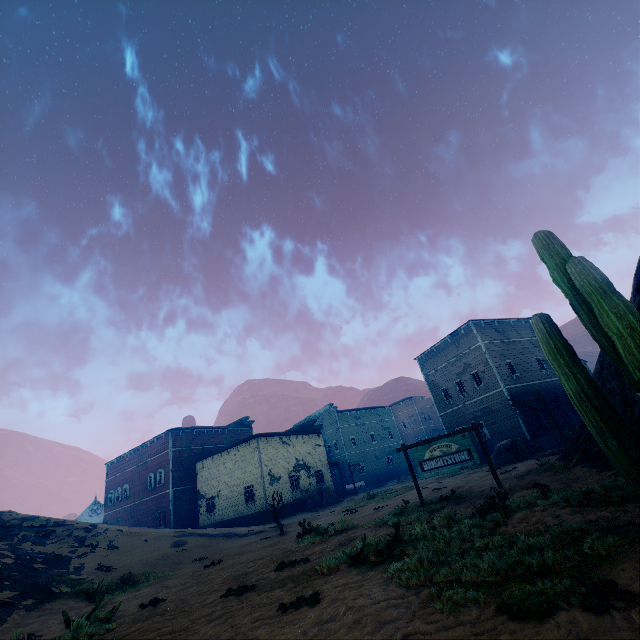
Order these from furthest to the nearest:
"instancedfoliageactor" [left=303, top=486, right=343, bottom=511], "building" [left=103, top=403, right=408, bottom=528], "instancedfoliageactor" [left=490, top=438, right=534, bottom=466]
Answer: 1. "building" [left=103, top=403, right=408, bottom=528]
2. "instancedfoliageactor" [left=303, top=486, right=343, bottom=511]
3. "instancedfoliageactor" [left=490, top=438, right=534, bottom=466]

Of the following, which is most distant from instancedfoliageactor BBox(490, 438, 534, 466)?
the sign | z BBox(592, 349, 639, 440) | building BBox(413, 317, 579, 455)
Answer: the sign

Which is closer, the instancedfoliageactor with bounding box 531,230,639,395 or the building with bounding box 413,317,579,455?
the instancedfoliageactor with bounding box 531,230,639,395

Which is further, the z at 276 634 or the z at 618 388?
the z at 618 388

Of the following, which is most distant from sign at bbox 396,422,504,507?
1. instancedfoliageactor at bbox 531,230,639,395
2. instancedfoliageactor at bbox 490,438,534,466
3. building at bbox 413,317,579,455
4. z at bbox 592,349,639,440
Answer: building at bbox 413,317,579,455

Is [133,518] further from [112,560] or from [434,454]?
[434,454]

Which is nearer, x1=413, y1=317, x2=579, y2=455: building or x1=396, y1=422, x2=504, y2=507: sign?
x1=396, y1=422, x2=504, y2=507: sign

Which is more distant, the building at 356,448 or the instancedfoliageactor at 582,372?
the building at 356,448
